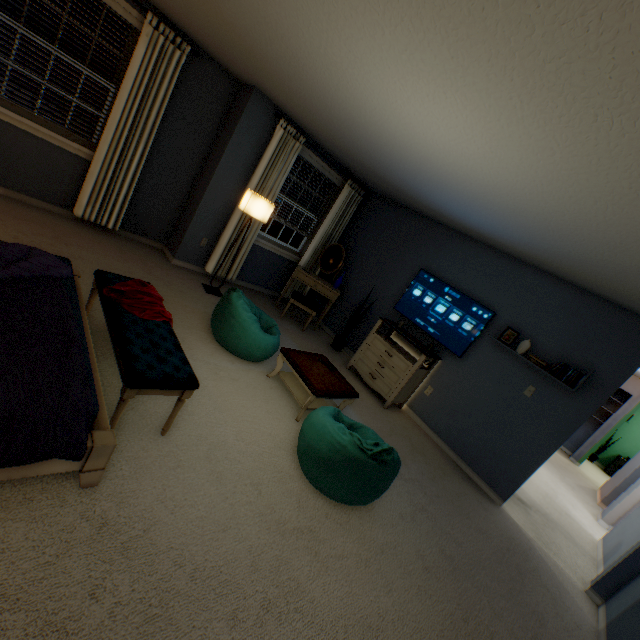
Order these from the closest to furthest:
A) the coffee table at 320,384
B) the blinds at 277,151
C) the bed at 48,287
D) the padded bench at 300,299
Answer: the bed at 48,287 < the coffee table at 320,384 < the blinds at 277,151 < the padded bench at 300,299

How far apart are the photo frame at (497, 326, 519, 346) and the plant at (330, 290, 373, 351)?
1.8 meters

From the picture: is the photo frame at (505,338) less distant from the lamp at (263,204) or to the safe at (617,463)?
the lamp at (263,204)

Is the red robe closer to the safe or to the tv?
the tv

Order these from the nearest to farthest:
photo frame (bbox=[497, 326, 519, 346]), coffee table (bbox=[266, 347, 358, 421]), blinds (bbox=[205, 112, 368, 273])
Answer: coffee table (bbox=[266, 347, 358, 421])
photo frame (bbox=[497, 326, 519, 346])
blinds (bbox=[205, 112, 368, 273])

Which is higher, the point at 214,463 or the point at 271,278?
the point at 271,278

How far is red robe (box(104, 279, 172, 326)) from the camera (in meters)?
2.09

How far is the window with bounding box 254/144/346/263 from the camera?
5.1 meters
